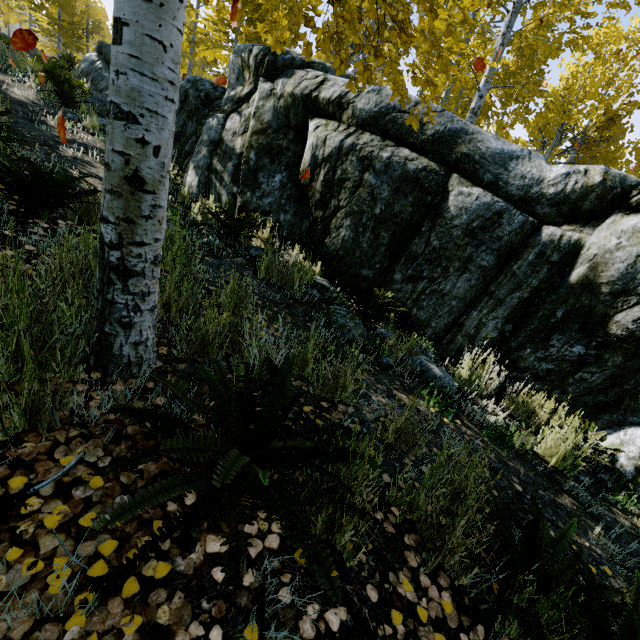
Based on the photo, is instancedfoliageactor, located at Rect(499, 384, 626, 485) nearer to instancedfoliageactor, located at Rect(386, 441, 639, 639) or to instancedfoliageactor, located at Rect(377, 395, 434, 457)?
instancedfoliageactor, located at Rect(386, 441, 639, 639)

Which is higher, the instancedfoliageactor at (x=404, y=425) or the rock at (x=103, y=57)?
the rock at (x=103, y=57)

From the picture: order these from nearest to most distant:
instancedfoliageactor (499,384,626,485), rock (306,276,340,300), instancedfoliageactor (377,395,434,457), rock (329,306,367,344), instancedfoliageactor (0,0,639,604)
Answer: instancedfoliageactor (0,0,639,604) < instancedfoliageactor (377,395,434,457) < instancedfoliageactor (499,384,626,485) < rock (329,306,367,344) < rock (306,276,340,300)

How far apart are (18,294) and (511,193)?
4.6m

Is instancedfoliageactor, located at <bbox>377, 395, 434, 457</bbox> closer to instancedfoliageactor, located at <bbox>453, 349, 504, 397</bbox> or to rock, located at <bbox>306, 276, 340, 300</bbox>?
instancedfoliageactor, located at <bbox>453, 349, 504, 397</bbox>

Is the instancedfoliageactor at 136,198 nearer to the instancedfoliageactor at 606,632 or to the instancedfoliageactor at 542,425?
the instancedfoliageactor at 606,632

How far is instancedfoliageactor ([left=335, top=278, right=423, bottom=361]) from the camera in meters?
3.4

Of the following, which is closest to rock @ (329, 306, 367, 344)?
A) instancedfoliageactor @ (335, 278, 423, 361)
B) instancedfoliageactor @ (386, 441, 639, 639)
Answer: instancedfoliageactor @ (335, 278, 423, 361)
